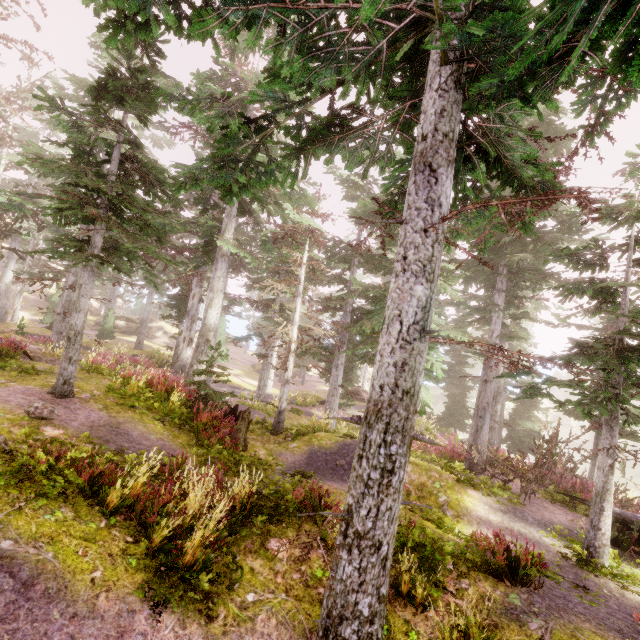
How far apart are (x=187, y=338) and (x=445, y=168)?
17.1m

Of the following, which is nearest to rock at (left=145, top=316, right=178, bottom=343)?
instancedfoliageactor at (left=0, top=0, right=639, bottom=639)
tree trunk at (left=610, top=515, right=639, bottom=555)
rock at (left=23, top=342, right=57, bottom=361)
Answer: instancedfoliageactor at (left=0, top=0, right=639, bottom=639)

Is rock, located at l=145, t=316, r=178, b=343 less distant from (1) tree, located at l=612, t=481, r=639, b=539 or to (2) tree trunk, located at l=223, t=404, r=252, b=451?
(2) tree trunk, located at l=223, t=404, r=252, b=451

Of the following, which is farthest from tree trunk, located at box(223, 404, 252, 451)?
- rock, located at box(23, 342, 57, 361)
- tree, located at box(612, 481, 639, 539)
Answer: tree, located at box(612, 481, 639, 539)

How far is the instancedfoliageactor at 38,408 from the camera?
6.76m

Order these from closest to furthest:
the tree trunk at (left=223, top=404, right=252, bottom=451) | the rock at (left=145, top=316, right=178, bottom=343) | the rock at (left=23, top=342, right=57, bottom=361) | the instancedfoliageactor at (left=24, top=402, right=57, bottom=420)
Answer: the instancedfoliageactor at (left=24, top=402, right=57, bottom=420)
the tree trunk at (left=223, top=404, right=252, bottom=451)
the rock at (left=23, top=342, right=57, bottom=361)
the rock at (left=145, top=316, right=178, bottom=343)

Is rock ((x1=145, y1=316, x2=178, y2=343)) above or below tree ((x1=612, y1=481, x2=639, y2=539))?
above

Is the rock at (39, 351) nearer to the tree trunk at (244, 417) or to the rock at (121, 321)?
the tree trunk at (244, 417)
